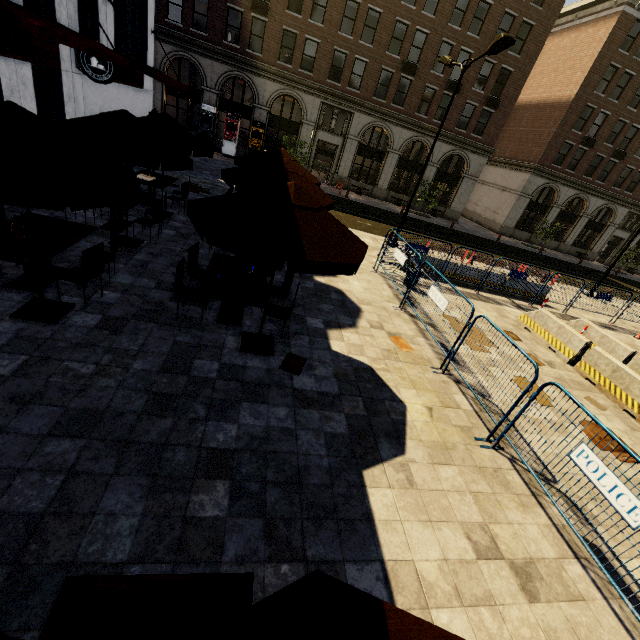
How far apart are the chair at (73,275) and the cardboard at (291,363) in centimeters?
354cm

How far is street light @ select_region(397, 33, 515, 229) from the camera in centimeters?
1044cm

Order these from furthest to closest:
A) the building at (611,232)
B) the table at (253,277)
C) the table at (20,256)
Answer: the building at (611,232) < the table at (253,277) < the table at (20,256)

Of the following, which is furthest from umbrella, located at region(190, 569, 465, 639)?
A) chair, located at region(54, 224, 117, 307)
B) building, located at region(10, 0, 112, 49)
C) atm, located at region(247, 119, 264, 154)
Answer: atm, located at region(247, 119, 264, 154)

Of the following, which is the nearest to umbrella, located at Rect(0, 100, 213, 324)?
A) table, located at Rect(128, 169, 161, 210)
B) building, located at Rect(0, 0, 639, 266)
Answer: table, located at Rect(128, 169, 161, 210)

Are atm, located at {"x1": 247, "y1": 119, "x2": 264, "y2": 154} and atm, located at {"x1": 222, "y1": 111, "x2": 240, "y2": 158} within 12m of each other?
yes

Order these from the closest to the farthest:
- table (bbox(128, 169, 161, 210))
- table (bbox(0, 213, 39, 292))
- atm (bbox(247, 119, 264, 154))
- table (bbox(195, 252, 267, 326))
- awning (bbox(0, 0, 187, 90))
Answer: table (bbox(0, 213, 39, 292)), table (bbox(195, 252, 267, 326)), awning (bbox(0, 0, 187, 90)), table (bbox(128, 169, 161, 210)), atm (bbox(247, 119, 264, 154))

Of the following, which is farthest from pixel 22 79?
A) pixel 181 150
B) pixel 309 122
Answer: pixel 309 122
